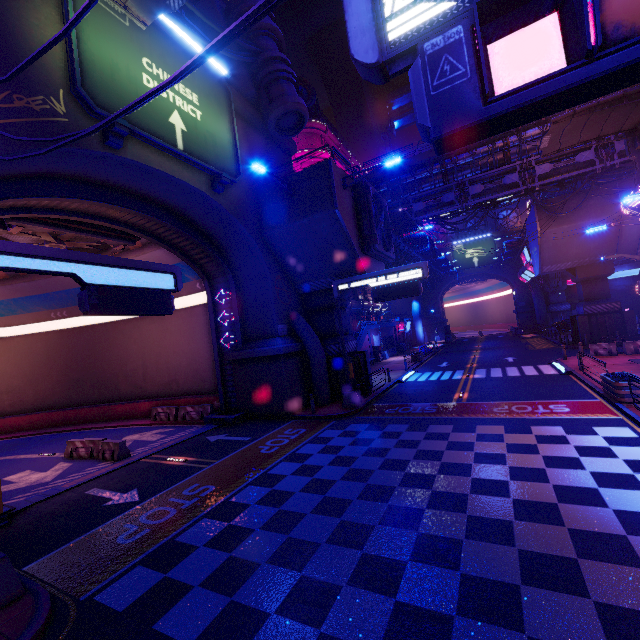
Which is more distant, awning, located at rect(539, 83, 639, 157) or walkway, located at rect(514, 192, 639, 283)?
walkway, located at rect(514, 192, 639, 283)

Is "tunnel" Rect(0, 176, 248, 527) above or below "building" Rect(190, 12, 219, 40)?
below

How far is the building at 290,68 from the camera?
18.2 meters

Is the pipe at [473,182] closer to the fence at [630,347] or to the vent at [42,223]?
the fence at [630,347]

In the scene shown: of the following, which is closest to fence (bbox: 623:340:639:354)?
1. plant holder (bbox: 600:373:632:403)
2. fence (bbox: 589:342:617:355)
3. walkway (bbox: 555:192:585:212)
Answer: fence (bbox: 589:342:617:355)

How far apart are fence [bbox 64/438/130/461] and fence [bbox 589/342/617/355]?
31.54m

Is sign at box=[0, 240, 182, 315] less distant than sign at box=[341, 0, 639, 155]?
No

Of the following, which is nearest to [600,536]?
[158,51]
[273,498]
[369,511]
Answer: [369,511]
